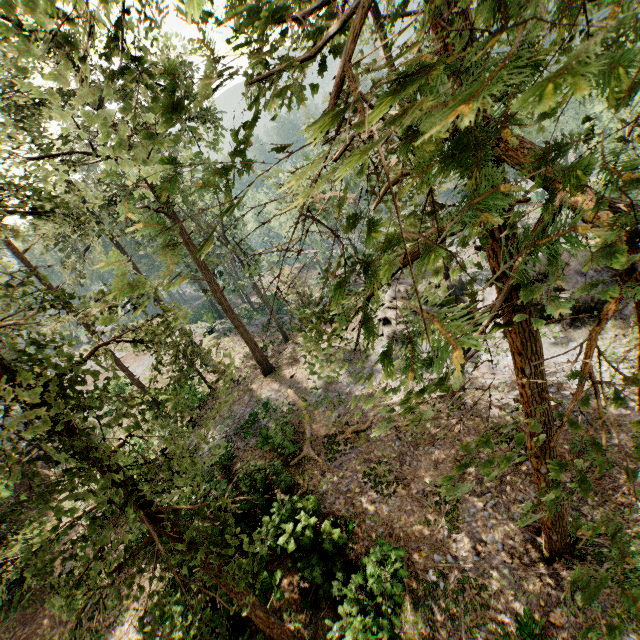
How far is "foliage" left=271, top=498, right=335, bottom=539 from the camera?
12.17m

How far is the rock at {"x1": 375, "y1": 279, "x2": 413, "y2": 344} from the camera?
22.6m

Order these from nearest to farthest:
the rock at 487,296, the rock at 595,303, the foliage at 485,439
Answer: the foliage at 485,439 → the rock at 595,303 → the rock at 487,296

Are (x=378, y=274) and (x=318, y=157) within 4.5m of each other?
yes

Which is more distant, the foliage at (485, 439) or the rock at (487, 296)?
the rock at (487, 296)

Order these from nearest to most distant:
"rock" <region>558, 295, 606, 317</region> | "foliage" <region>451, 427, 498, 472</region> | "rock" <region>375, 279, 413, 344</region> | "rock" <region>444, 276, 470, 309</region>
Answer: "foliage" <region>451, 427, 498, 472</region>
"rock" <region>558, 295, 606, 317</region>
"rock" <region>444, 276, 470, 309</region>
"rock" <region>375, 279, 413, 344</region>
